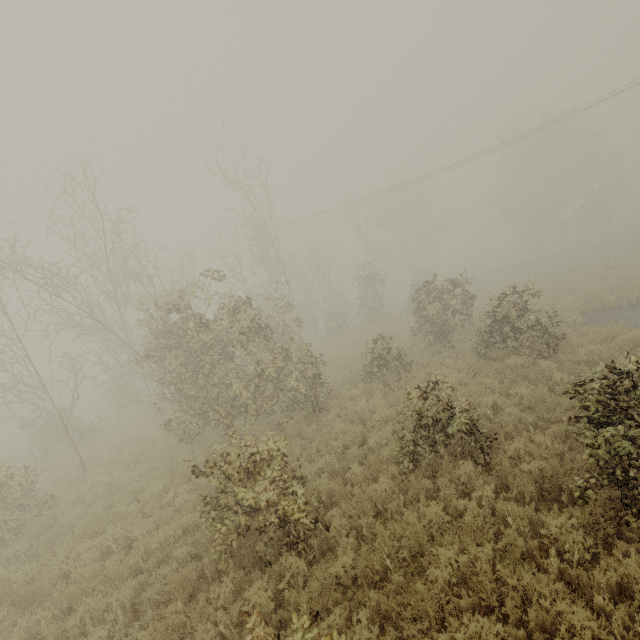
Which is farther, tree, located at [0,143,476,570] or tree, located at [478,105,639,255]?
tree, located at [478,105,639,255]

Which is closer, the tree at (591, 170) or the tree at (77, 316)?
the tree at (77, 316)

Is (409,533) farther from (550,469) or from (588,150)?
(588,150)
